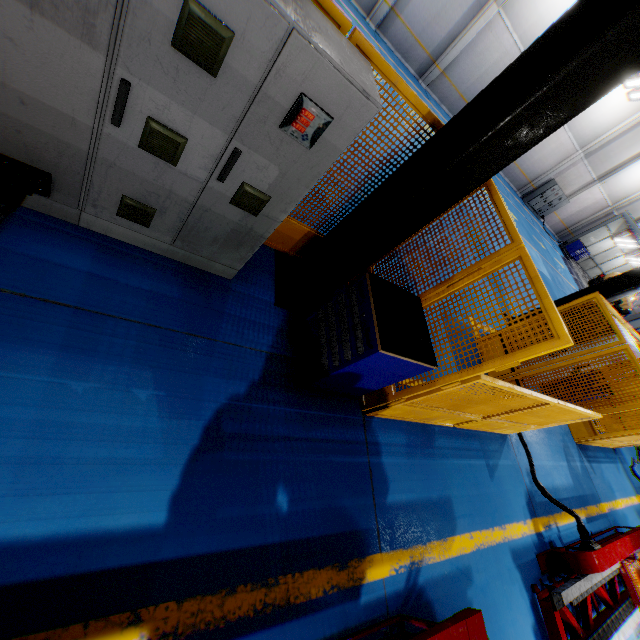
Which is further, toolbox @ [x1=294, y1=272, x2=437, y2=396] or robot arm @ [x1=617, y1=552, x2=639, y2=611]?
robot arm @ [x1=617, y1=552, x2=639, y2=611]

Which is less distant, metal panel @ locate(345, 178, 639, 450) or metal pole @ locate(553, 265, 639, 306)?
metal panel @ locate(345, 178, 639, 450)

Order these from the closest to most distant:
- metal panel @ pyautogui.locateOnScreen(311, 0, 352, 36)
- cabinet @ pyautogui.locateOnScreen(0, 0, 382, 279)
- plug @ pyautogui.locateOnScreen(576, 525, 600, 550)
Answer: cabinet @ pyautogui.locateOnScreen(0, 0, 382, 279), metal panel @ pyautogui.locateOnScreen(311, 0, 352, 36), plug @ pyautogui.locateOnScreen(576, 525, 600, 550)

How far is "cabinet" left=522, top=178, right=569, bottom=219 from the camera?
23.2 meters

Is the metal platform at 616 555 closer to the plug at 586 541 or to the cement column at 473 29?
the plug at 586 541

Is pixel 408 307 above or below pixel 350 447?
above

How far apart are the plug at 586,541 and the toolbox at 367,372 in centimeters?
484cm

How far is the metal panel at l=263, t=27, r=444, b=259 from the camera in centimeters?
251cm
